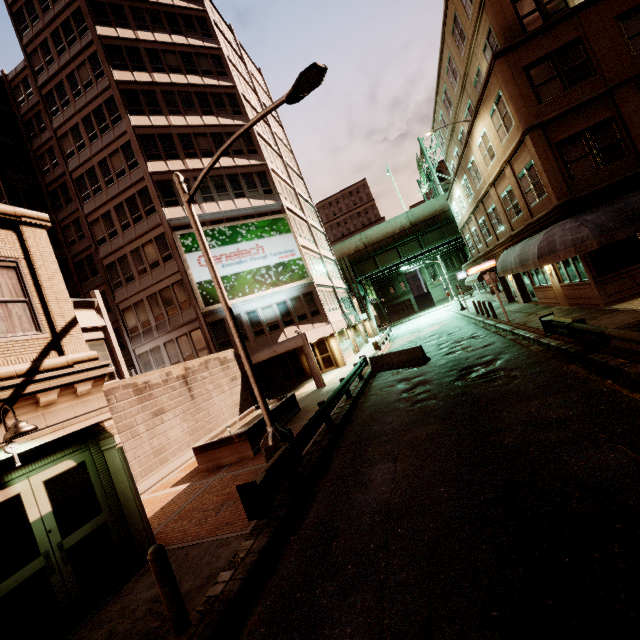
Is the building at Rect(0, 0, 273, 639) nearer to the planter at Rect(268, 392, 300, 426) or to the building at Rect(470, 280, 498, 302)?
the planter at Rect(268, 392, 300, 426)

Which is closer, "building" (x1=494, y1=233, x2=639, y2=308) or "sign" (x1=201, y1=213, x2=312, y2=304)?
"building" (x1=494, y1=233, x2=639, y2=308)

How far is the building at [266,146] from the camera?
24.44m

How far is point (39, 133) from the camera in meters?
31.1

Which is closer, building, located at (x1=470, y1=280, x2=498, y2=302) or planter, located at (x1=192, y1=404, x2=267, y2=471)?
planter, located at (x1=192, y1=404, x2=267, y2=471)

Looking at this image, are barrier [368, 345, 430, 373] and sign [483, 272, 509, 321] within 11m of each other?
yes

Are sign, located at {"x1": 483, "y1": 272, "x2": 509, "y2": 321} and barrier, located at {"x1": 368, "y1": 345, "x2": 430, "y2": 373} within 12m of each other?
yes

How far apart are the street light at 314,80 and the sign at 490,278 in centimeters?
1419cm
